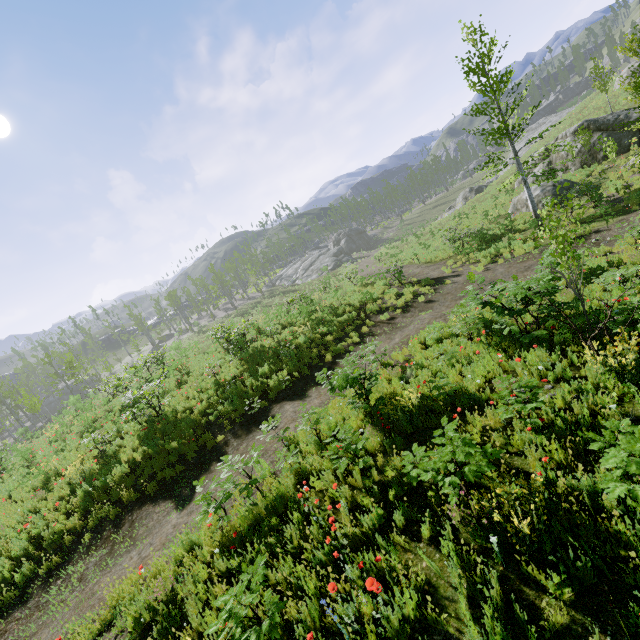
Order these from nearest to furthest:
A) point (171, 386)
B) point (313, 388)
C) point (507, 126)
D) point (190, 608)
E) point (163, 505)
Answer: point (190, 608), point (163, 505), point (313, 388), point (507, 126), point (171, 386)

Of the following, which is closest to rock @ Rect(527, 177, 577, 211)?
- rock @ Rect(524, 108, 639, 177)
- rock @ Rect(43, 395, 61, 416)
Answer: rock @ Rect(524, 108, 639, 177)

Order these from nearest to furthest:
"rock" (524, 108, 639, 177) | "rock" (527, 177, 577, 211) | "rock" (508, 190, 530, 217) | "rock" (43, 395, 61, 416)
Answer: "rock" (527, 177, 577, 211), "rock" (524, 108, 639, 177), "rock" (508, 190, 530, 217), "rock" (43, 395, 61, 416)

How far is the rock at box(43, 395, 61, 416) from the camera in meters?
57.4 m

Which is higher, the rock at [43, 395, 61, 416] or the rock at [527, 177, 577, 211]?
the rock at [43, 395, 61, 416]

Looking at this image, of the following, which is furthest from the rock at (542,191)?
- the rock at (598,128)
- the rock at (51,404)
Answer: the rock at (51,404)
